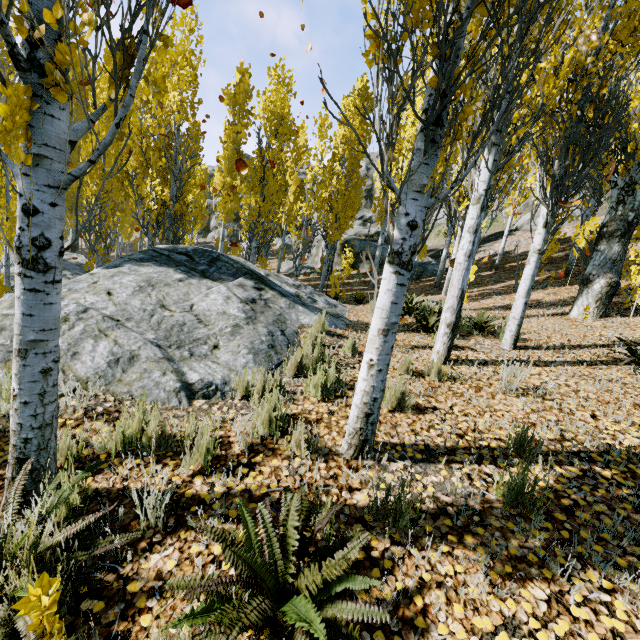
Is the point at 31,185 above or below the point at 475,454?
above

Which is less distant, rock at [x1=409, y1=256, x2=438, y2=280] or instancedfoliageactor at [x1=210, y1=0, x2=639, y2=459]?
instancedfoliageactor at [x1=210, y1=0, x2=639, y2=459]

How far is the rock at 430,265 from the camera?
18.6 meters

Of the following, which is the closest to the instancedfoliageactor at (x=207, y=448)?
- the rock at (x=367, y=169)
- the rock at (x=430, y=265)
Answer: the rock at (x=367, y=169)

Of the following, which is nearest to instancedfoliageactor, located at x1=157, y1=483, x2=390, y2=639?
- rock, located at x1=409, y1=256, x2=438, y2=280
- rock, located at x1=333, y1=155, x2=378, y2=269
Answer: rock, located at x1=333, y1=155, x2=378, y2=269

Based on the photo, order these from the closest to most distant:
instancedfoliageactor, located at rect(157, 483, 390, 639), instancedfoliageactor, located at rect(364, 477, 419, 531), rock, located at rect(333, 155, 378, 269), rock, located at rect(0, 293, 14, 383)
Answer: instancedfoliageactor, located at rect(157, 483, 390, 639), instancedfoliageactor, located at rect(364, 477, 419, 531), rock, located at rect(0, 293, 14, 383), rock, located at rect(333, 155, 378, 269)
